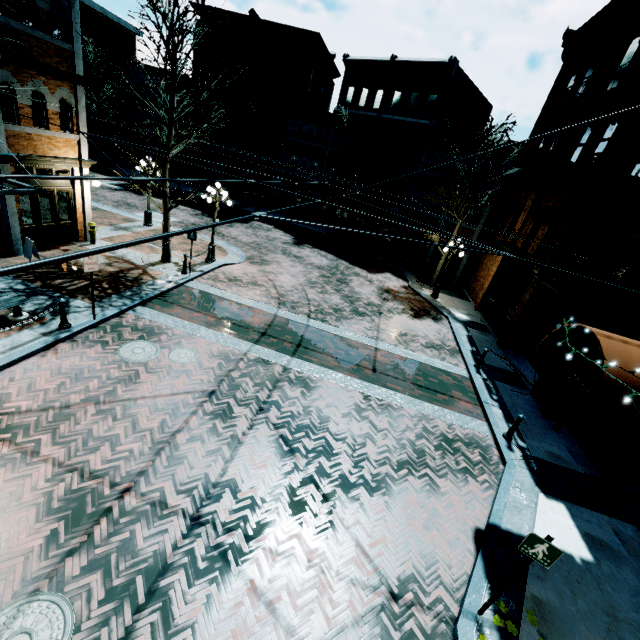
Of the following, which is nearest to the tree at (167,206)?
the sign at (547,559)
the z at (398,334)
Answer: the z at (398,334)

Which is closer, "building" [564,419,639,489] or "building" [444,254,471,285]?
"building" [564,419,639,489]

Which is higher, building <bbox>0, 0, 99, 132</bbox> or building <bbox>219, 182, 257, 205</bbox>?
building <bbox>0, 0, 99, 132</bbox>

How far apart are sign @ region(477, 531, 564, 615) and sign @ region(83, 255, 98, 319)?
10.75m

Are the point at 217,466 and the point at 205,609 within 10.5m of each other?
yes

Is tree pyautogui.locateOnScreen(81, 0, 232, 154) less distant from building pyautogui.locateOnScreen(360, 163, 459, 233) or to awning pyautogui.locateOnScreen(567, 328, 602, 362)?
building pyautogui.locateOnScreen(360, 163, 459, 233)

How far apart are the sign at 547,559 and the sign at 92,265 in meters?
10.7 m
